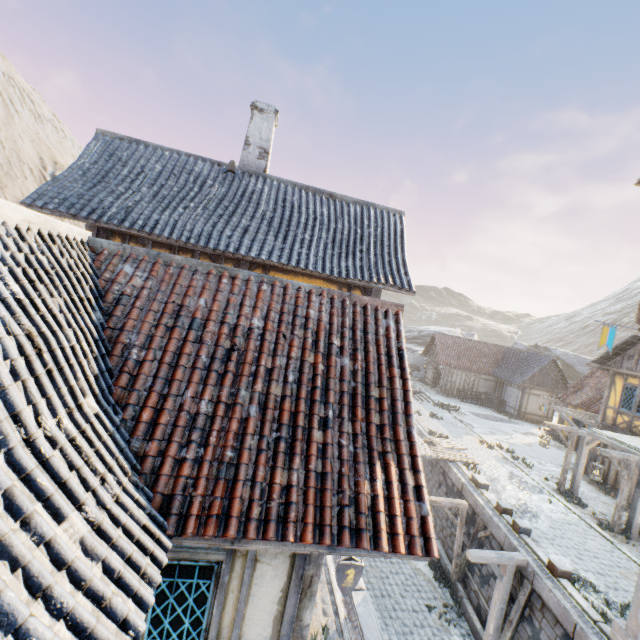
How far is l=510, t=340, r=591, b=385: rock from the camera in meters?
40.5

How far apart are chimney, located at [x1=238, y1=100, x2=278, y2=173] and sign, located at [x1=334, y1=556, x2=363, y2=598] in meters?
10.4 m

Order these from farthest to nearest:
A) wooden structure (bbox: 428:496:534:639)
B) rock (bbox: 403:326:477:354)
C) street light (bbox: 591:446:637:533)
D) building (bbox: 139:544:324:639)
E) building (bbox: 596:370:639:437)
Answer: rock (bbox: 403:326:477:354) < building (bbox: 596:370:639:437) < street light (bbox: 591:446:637:533) < wooden structure (bbox: 428:496:534:639) < building (bbox: 139:544:324:639)

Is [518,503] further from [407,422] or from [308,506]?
[308,506]

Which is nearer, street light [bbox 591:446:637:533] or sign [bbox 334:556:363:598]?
sign [bbox 334:556:363:598]

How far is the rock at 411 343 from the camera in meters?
47.8 m

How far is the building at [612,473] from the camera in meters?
15.9 m

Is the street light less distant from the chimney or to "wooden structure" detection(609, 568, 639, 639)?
"wooden structure" detection(609, 568, 639, 639)
